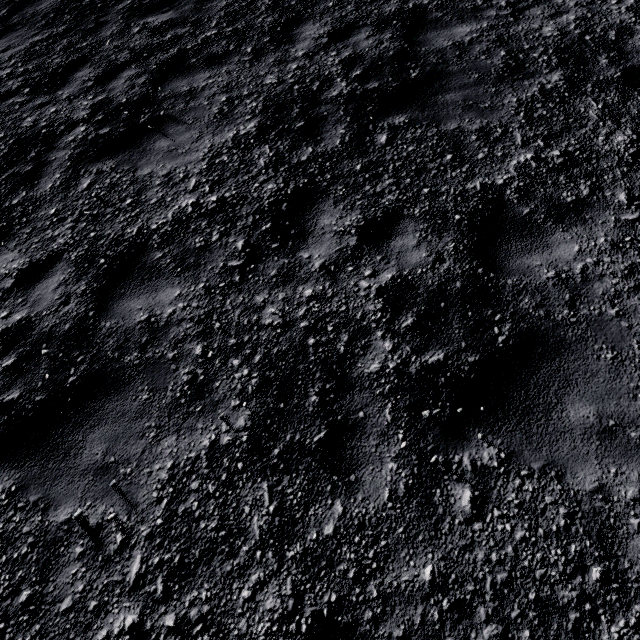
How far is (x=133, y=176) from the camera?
4.46m
